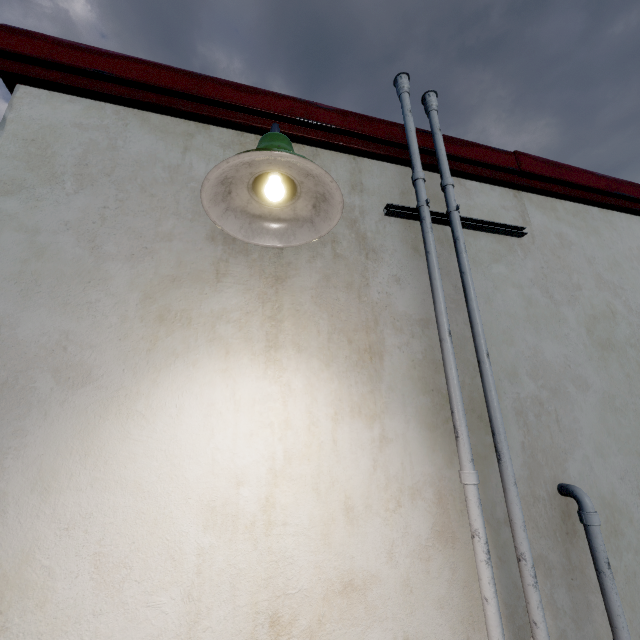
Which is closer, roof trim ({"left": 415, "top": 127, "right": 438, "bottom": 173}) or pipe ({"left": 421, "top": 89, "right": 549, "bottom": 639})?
pipe ({"left": 421, "top": 89, "right": 549, "bottom": 639})

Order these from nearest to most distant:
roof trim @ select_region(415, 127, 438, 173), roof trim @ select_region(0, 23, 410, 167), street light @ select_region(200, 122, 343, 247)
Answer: street light @ select_region(200, 122, 343, 247)
roof trim @ select_region(0, 23, 410, 167)
roof trim @ select_region(415, 127, 438, 173)

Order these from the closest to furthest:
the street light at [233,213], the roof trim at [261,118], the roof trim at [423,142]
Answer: the street light at [233,213]
the roof trim at [261,118]
the roof trim at [423,142]

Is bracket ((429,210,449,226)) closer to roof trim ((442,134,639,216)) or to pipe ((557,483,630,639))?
roof trim ((442,134,639,216))

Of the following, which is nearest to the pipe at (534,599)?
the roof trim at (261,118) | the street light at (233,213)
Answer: the roof trim at (261,118)

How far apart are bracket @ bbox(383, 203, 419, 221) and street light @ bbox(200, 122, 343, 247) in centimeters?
69cm

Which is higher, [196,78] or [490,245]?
[196,78]

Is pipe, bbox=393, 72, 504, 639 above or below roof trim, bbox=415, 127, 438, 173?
below
